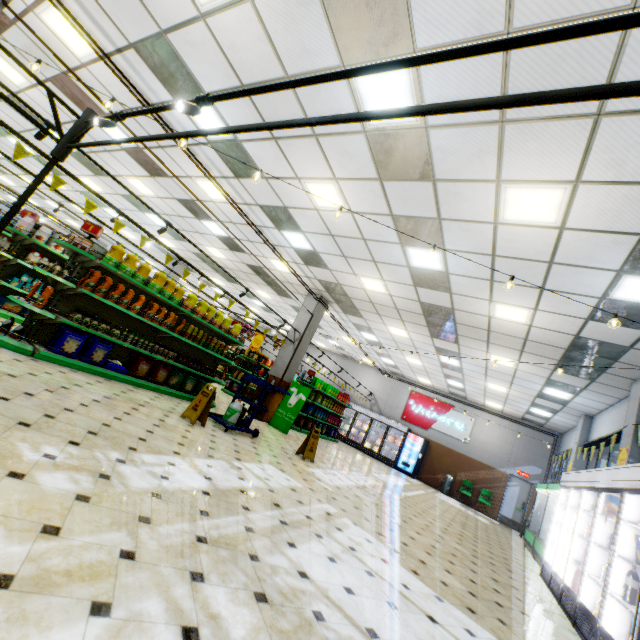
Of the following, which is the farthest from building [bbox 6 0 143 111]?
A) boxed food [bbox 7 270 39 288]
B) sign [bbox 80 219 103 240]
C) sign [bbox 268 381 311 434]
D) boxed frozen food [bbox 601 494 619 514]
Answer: sign [bbox 80 219 103 240]

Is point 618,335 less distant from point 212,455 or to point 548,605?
point 548,605

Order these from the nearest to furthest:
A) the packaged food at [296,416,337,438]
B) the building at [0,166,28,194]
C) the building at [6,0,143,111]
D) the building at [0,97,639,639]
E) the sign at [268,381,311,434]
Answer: the building at [0,97,639,639]
the building at [6,0,143,111]
the sign at [268,381,311,434]
the packaged food at [296,416,337,438]
the building at [0,166,28,194]

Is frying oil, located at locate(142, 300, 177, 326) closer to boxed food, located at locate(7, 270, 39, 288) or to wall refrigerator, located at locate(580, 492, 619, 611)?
boxed food, located at locate(7, 270, 39, 288)

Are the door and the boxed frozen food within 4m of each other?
no

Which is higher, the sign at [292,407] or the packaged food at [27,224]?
the packaged food at [27,224]

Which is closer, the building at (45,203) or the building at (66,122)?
the building at (66,122)
